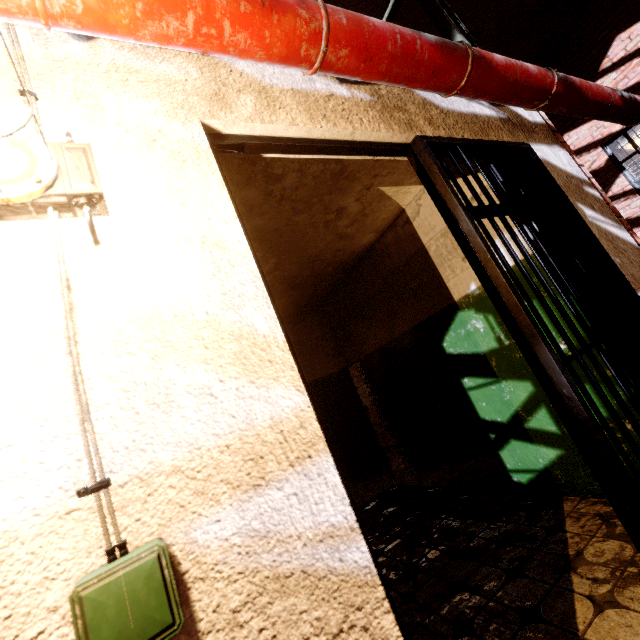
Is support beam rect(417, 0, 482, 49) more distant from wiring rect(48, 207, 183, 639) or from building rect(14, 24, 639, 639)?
wiring rect(48, 207, 183, 639)

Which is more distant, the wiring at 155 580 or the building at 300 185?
the building at 300 185

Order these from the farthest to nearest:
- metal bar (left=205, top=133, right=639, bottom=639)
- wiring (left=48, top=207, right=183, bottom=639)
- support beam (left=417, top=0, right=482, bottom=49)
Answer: support beam (left=417, top=0, right=482, bottom=49) < metal bar (left=205, top=133, right=639, bottom=639) < wiring (left=48, top=207, right=183, bottom=639)

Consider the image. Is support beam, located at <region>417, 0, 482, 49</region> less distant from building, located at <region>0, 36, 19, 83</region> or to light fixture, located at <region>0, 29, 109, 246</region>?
building, located at <region>0, 36, 19, 83</region>

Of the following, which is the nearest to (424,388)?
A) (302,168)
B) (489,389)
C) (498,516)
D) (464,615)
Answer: (489,389)

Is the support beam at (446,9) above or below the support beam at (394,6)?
below

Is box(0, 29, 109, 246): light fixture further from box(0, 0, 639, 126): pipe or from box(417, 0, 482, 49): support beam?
box(417, 0, 482, 49): support beam
